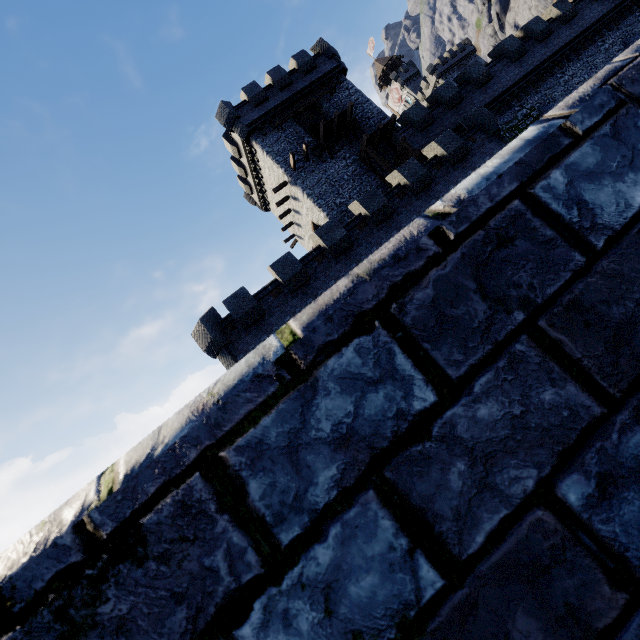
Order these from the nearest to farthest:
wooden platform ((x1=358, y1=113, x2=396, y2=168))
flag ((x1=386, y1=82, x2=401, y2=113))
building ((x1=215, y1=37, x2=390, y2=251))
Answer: wooden platform ((x1=358, y1=113, x2=396, y2=168)) < building ((x1=215, y1=37, x2=390, y2=251)) < flag ((x1=386, y1=82, x2=401, y2=113))

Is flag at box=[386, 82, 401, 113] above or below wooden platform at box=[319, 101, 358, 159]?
above

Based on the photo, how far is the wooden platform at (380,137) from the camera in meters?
22.7

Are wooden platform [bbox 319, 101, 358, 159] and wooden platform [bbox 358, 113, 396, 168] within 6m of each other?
yes

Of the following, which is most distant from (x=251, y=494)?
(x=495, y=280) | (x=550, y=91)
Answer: (x=550, y=91)

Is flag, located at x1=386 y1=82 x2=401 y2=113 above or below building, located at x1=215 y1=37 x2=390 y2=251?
above

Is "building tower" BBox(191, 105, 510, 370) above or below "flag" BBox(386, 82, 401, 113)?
below

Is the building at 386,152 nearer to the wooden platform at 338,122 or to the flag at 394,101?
the wooden platform at 338,122
